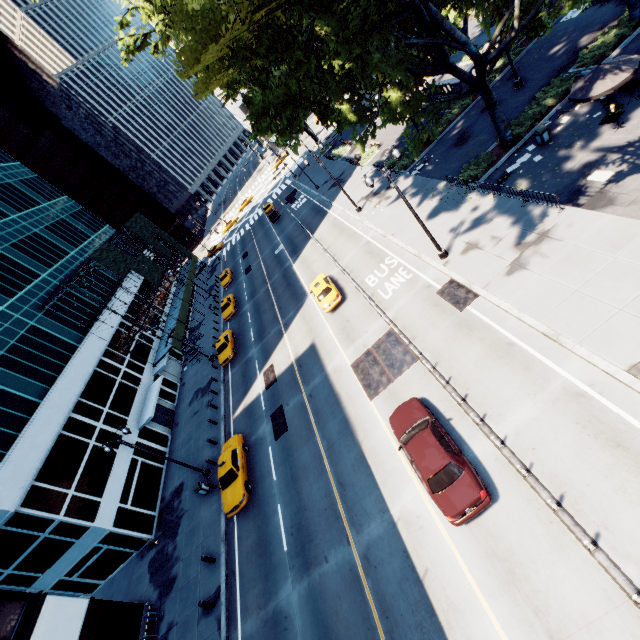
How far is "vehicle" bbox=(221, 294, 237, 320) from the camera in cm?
3944

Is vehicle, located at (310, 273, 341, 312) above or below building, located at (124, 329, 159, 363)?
below

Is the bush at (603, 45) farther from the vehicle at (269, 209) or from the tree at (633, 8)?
the vehicle at (269, 209)

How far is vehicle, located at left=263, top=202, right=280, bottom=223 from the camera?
50.6m

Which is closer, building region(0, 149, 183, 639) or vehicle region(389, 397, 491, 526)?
vehicle region(389, 397, 491, 526)

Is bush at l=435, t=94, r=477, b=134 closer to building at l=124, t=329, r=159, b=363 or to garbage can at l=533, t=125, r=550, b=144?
garbage can at l=533, t=125, r=550, b=144

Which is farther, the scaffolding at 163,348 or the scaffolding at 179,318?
the scaffolding at 179,318

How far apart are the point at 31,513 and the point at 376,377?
22.81m
